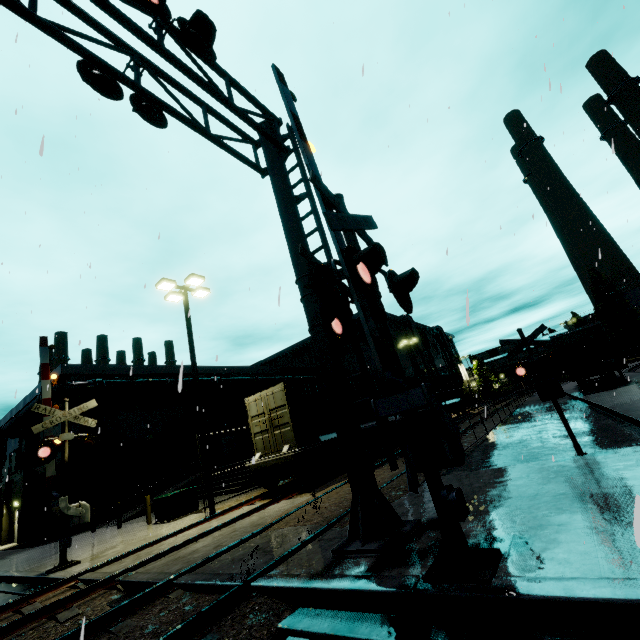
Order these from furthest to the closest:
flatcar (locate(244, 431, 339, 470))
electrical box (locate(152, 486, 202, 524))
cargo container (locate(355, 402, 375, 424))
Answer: cargo container (locate(355, 402, 375, 424)) → electrical box (locate(152, 486, 202, 524)) → flatcar (locate(244, 431, 339, 470))

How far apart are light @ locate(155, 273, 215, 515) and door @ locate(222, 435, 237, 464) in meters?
18.2

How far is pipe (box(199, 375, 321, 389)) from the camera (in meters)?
29.59

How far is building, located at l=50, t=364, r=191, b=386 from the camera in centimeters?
2214cm

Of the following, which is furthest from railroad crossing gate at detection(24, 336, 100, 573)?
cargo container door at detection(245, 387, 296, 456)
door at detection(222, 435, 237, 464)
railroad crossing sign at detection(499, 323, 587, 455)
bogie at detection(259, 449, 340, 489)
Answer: door at detection(222, 435, 237, 464)

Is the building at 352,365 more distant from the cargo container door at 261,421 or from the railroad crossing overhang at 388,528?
the railroad crossing overhang at 388,528

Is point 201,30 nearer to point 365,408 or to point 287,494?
point 287,494

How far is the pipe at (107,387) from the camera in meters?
21.3
